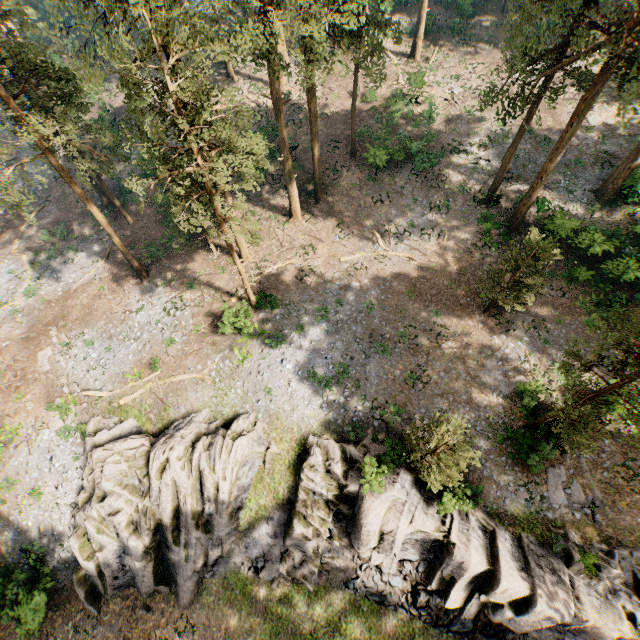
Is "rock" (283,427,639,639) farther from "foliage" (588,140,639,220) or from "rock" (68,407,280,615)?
"foliage" (588,140,639,220)

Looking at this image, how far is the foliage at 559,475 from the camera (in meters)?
18.05

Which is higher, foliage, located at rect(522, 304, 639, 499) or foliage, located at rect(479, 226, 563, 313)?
foliage, located at rect(522, 304, 639, 499)

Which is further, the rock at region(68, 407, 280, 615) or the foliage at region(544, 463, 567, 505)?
the rock at region(68, 407, 280, 615)

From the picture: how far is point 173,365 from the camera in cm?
2391

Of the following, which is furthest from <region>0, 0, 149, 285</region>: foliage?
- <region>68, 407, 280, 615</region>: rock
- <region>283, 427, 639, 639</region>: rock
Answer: <region>283, 427, 639, 639</region>: rock
